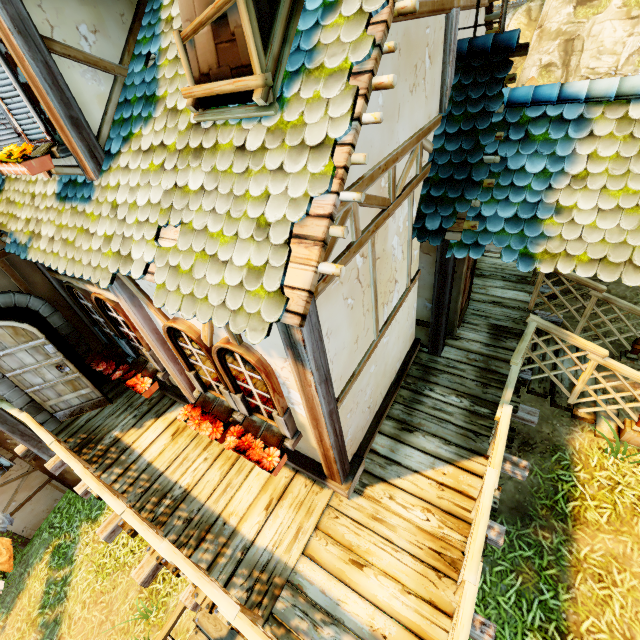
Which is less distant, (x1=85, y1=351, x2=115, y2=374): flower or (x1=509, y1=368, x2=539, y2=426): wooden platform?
(x1=509, y1=368, x2=539, y2=426): wooden platform

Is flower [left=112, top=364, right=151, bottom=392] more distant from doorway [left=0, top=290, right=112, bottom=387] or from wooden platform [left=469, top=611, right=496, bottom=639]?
wooden platform [left=469, top=611, right=496, bottom=639]

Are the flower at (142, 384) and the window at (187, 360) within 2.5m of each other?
yes

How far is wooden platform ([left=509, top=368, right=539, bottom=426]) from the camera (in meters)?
4.75

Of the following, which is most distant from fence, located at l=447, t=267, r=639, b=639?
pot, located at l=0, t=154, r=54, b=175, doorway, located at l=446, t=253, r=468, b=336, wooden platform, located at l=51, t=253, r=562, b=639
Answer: pot, located at l=0, t=154, r=54, b=175

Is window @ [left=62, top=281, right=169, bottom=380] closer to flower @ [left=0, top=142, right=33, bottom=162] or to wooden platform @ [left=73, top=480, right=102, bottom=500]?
wooden platform @ [left=73, top=480, right=102, bottom=500]

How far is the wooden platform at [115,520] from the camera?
4.3 meters

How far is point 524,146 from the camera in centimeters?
384cm
